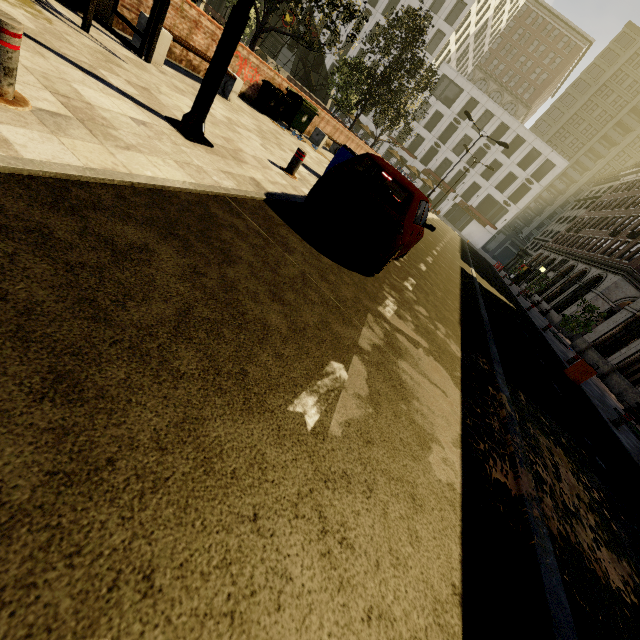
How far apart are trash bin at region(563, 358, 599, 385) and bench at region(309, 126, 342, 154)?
13.3m

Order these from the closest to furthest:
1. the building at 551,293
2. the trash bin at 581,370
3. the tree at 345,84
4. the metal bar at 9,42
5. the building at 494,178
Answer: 1. the metal bar at 9,42
2. the trash bin at 581,370
3. the tree at 345,84
4. the building at 551,293
5. the building at 494,178

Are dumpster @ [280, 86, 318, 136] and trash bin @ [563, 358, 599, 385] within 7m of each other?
no

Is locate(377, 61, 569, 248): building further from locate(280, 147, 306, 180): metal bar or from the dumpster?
locate(280, 147, 306, 180): metal bar

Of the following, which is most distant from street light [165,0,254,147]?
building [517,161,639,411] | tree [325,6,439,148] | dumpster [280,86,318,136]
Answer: building [517,161,639,411]

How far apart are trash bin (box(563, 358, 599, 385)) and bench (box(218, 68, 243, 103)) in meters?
14.0 m

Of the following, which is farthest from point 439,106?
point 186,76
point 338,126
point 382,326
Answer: point 382,326

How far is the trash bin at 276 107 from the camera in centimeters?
1027cm
